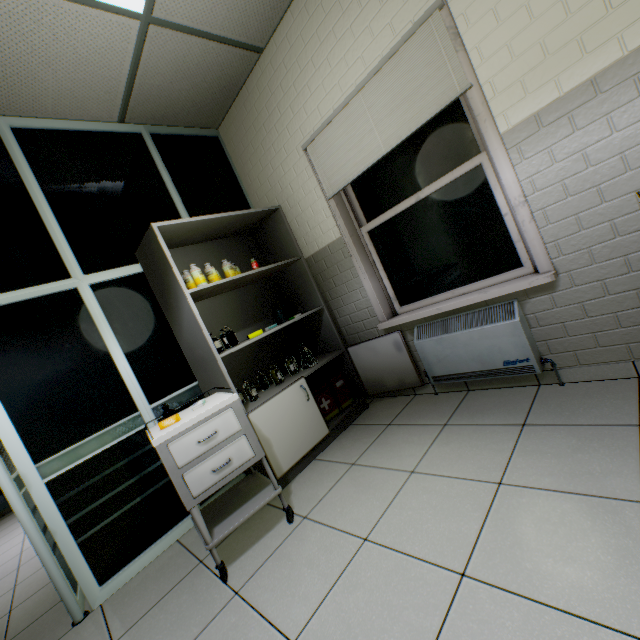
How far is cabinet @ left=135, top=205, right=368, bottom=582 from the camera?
1.76m

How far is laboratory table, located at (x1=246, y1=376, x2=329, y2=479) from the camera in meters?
2.3 m

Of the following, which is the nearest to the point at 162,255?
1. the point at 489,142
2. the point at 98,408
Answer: the point at 98,408

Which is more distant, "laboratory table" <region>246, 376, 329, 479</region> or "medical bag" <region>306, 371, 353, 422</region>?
"medical bag" <region>306, 371, 353, 422</region>

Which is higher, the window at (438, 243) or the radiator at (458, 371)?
the window at (438, 243)

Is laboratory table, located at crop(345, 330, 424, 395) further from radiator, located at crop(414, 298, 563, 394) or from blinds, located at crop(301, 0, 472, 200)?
blinds, located at crop(301, 0, 472, 200)

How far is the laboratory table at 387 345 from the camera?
2.79m

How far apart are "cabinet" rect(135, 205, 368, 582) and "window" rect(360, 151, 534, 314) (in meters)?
0.58
